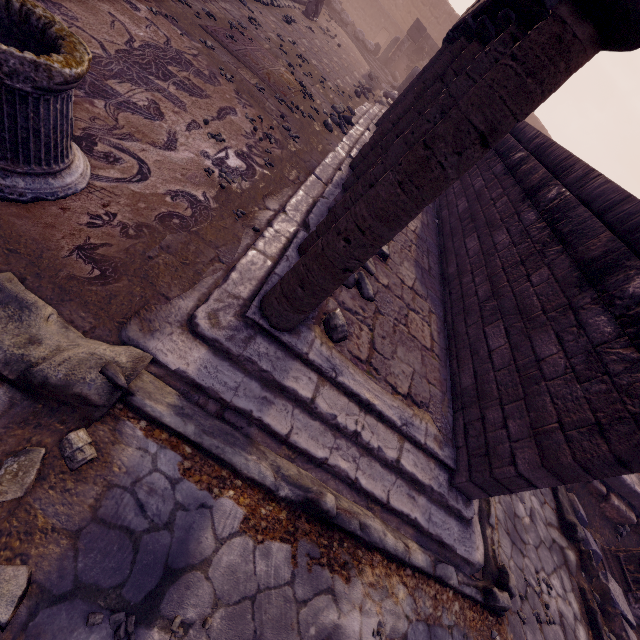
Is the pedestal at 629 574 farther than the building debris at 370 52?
No

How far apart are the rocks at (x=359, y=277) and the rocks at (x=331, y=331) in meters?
0.6 m

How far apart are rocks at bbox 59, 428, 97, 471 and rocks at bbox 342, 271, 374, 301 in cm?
256

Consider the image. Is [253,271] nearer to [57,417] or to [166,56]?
[57,417]

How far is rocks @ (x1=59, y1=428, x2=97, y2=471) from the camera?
1.78m

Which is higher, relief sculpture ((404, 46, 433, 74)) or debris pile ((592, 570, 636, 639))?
relief sculpture ((404, 46, 433, 74))

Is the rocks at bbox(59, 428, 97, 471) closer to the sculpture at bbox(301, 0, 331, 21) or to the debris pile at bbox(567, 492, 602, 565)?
the debris pile at bbox(567, 492, 602, 565)

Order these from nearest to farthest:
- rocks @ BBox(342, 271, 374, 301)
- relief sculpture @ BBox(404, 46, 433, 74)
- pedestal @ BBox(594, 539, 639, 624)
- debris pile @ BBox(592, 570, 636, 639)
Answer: rocks @ BBox(342, 271, 374, 301) → debris pile @ BBox(592, 570, 636, 639) → pedestal @ BBox(594, 539, 639, 624) → relief sculpture @ BBox(404, 46, 433, 74)
